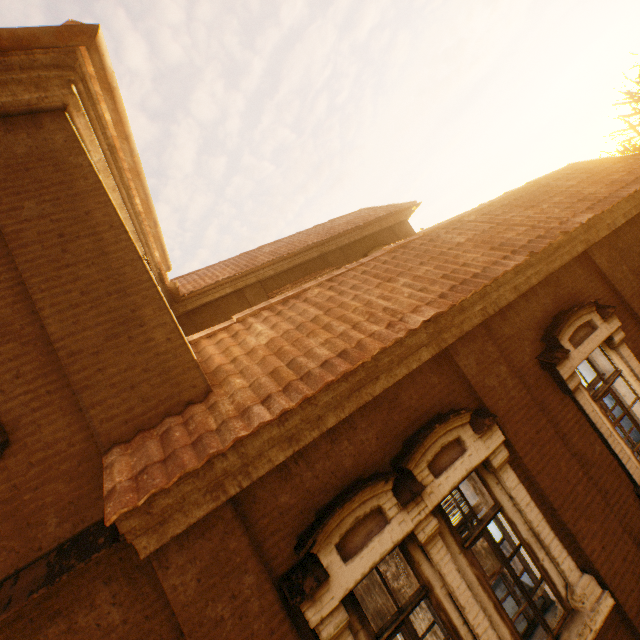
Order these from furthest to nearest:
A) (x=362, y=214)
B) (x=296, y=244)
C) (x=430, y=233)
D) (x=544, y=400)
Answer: (x=362, y=214) → (x=296, y=244) → (x=430, y=233) → (x=544, y=400)
